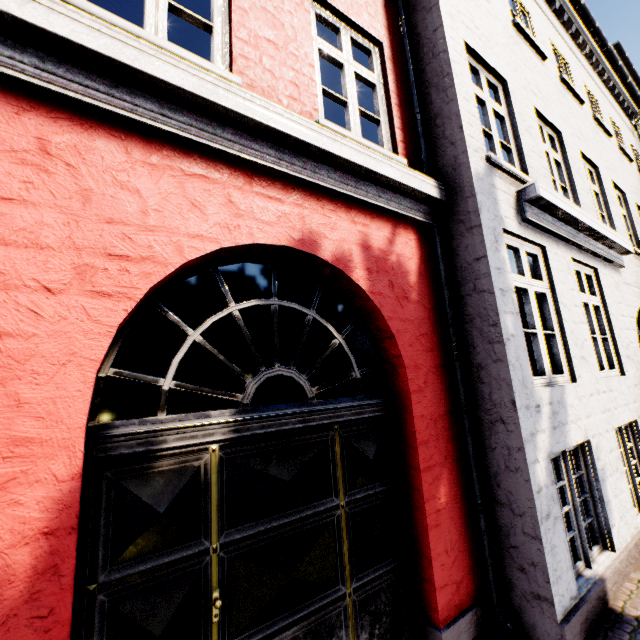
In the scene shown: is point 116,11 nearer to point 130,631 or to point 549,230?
point 549,230
